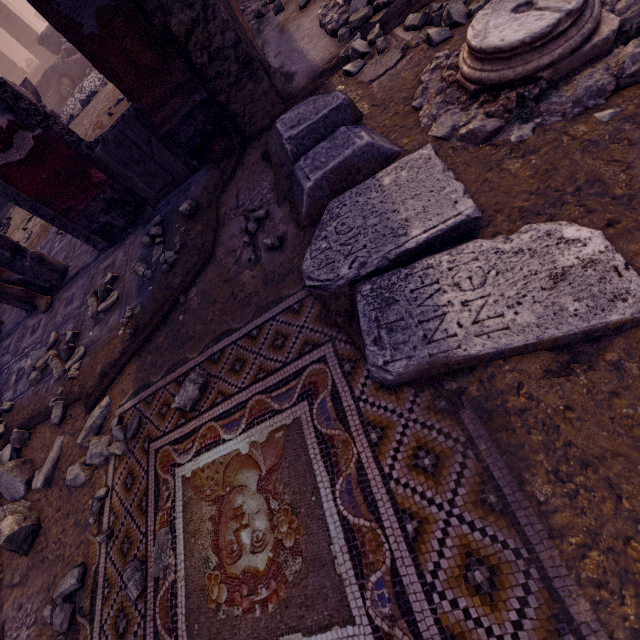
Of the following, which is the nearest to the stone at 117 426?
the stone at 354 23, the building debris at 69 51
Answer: the stone at 354 23

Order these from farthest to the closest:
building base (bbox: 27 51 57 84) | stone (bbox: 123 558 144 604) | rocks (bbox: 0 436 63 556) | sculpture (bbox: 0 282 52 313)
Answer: building base (bbox: 27 51 57 84) < sculpture (bbox: 0 282 52 313) < rocks (bbox: 0 436 63 556) < stone (bbox: 123 558 144 604)

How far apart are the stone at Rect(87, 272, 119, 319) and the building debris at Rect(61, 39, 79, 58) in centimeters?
1664cm

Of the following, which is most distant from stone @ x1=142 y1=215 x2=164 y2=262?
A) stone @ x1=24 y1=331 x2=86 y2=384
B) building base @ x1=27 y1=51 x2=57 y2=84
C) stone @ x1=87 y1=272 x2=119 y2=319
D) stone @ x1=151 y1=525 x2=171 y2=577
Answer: building base @ x1=27 y1=51 x2=57 y2=84

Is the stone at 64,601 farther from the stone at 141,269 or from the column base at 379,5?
the column base at 379,5

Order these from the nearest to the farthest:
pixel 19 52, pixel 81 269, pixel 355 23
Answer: pixel 355 23
pixel 81 269
pixel 19 52

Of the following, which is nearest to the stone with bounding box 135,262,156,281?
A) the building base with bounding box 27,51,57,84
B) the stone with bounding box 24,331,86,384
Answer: the stone with bounding box 24,331,86,384

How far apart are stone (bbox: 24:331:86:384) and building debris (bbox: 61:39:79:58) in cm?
1666
